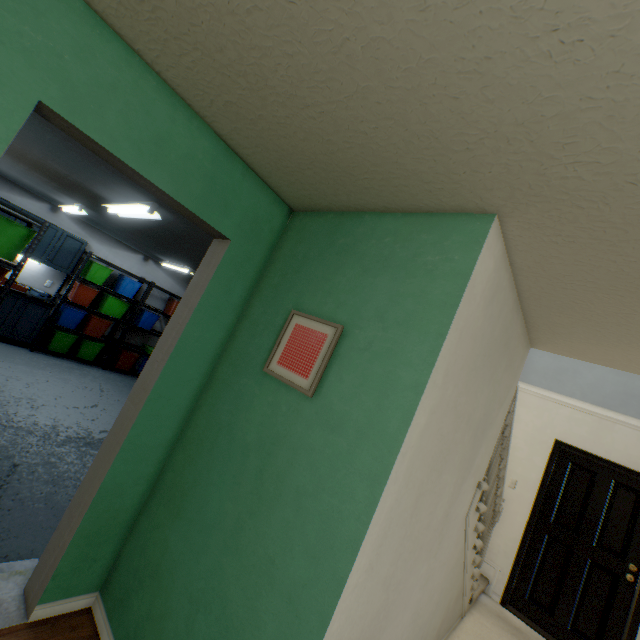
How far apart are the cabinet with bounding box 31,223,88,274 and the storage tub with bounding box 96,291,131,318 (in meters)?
0.61

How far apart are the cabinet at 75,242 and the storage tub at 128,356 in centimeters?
172cm

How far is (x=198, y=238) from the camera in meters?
3.1 m

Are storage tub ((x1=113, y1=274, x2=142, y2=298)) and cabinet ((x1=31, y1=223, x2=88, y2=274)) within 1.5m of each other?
yes

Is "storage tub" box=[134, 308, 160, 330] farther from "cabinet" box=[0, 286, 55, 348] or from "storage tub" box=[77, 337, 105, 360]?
"cabinet" box=[0, 286, 55, 348]

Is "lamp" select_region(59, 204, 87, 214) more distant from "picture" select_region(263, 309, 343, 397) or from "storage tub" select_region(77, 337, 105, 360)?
"picture" select_region(263, 309, 343, 397)

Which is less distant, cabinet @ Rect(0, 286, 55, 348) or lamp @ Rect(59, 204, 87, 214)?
lamp @ Rect(59, 204, 87, 214)

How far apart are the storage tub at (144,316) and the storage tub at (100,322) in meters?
0.9 m
